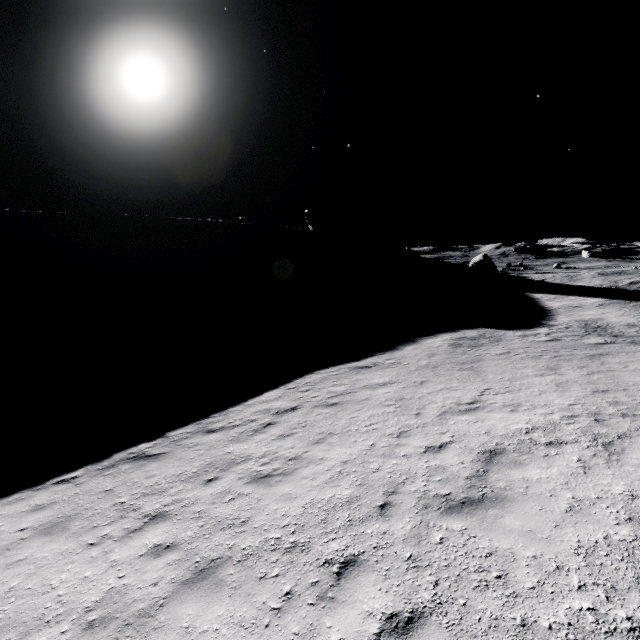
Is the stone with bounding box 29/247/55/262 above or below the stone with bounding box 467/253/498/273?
above

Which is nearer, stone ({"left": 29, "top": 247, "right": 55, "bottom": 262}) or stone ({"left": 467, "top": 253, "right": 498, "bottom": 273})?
stone ({"left": 29, "top": 247, "right": 55, "bottom": 262})

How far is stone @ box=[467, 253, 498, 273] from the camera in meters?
55.0 m

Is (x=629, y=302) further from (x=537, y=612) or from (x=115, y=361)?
(x=115, y=361)

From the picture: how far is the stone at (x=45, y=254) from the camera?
51.6 meters

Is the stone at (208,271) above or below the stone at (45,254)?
below

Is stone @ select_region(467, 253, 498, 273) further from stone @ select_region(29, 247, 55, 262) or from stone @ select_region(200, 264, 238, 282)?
stone @ select_region(29, 247, 55, 262)
